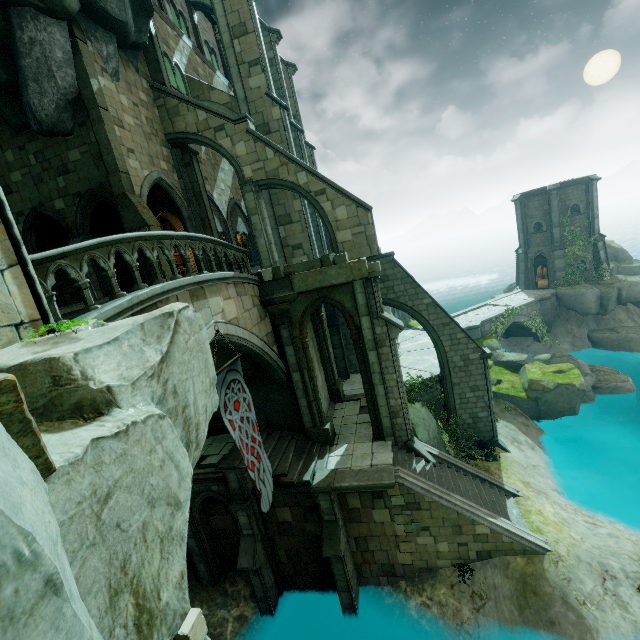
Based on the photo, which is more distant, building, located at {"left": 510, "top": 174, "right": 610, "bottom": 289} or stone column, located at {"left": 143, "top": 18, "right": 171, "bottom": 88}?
building, located at {"left": 510, "top": 174, "right": 610, "bottom": 289}

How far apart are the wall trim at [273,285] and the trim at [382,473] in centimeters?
681cm

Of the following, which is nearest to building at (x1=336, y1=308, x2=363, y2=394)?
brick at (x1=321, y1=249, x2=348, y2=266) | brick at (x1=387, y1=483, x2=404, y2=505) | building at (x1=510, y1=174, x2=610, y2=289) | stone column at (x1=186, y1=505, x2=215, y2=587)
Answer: brick at (x1=387, y1=483, x2=404, y2=505)

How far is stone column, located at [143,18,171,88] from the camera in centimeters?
1574cm

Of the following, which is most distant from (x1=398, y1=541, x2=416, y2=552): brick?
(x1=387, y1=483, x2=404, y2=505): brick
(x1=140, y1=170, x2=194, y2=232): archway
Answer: (x1=140, y1=170, x2=194, y2=232): archway

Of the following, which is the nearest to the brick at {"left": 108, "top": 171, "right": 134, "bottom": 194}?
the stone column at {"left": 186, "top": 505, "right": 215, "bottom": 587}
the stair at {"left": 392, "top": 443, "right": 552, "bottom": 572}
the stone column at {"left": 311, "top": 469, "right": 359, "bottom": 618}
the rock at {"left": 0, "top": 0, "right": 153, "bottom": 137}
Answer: the rock at {"left": 0, "top": 0, "right": 153, "bottom": 137}

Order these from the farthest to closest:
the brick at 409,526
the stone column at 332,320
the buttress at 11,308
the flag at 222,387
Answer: the stone column at 332,320 → the brick at 409,526 → the flag at 222,387 → the buttress at 11,308

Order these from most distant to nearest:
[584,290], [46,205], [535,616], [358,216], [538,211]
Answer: [538,211], [584,290], [358,216], [46,205], [535,616]
